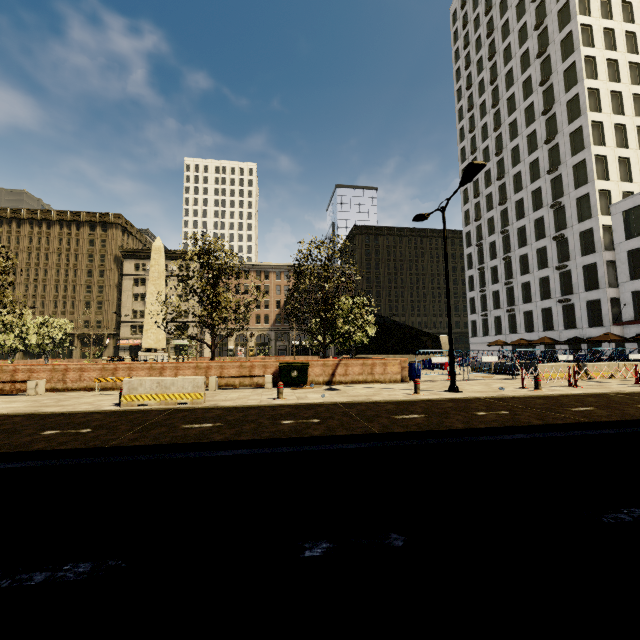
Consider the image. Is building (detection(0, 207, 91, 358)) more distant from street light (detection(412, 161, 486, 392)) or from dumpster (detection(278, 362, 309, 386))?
street light (detection(412, 161, 486, 392))

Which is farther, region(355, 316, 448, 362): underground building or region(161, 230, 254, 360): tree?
region(355, 316, 448, 362): underground building

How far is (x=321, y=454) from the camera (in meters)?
5.07

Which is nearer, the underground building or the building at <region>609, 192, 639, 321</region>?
the building at <region>609, 192, 639, 321</region>

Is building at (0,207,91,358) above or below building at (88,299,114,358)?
above

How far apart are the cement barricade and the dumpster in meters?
4.4

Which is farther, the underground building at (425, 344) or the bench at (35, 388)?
the underground building at (425, 344)

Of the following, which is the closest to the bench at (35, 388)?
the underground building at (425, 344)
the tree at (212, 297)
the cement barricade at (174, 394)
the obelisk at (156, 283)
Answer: the tree at (212, 297)
